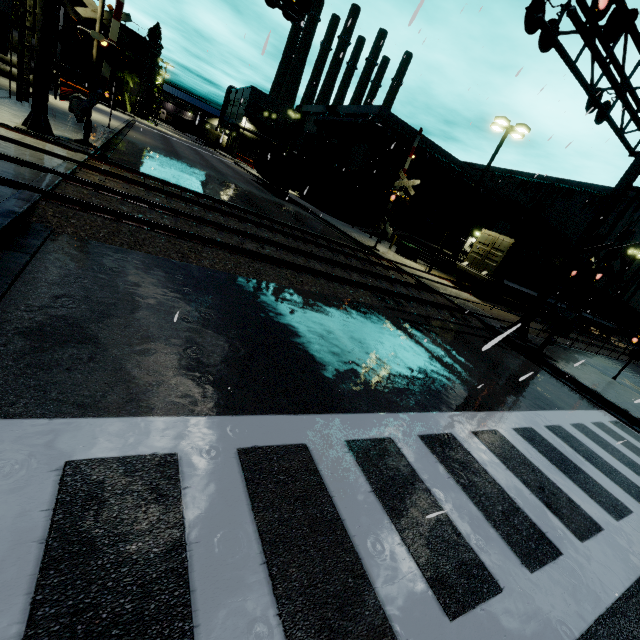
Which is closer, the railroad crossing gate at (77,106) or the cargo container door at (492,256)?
the railroad crossing gate at (77,106)

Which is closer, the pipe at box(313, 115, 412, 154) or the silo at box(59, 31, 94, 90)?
the pipe at box(313, 115, 412, 154)

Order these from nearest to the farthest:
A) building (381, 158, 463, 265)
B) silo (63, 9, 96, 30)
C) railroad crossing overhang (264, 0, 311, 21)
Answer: railroad crossing overhang (264, 0, 311, 21)
building (381, 158, 463, 265)
silo (63, 9, 96, 30)

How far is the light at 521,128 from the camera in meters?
18.8

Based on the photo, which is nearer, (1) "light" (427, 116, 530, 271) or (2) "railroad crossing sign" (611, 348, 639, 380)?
(2) "railroad crossing sign" (611, 348, 639, 380)

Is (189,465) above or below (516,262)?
below

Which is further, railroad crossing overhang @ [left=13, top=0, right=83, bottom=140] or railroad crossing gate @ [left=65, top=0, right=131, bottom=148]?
railroad crossing gate @ [left=65, top=0, right=131, bottom=148]

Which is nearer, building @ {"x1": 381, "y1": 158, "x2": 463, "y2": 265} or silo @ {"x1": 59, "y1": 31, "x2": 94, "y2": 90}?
building @ {"x1": 381, "y1": 158, "x2": 463, "y2": 265}
